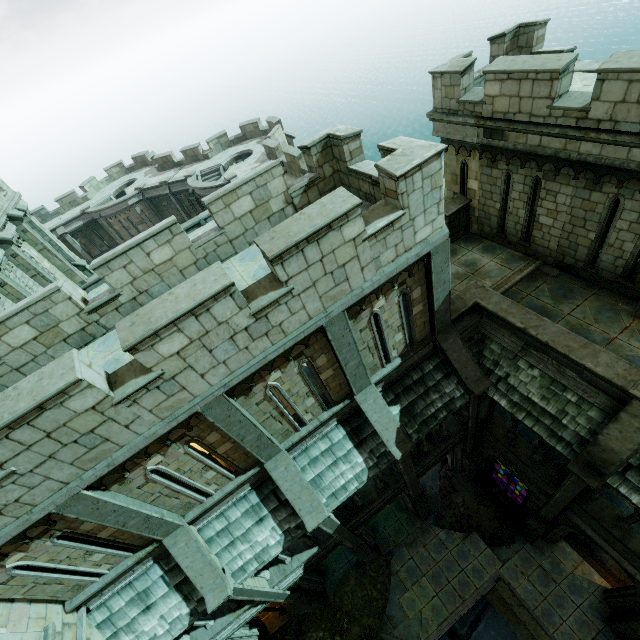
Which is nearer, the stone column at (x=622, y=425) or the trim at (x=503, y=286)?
the stone column at (x=622, y=425)

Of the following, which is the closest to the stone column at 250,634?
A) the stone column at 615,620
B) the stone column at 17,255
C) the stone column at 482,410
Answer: the stone column at 482,410

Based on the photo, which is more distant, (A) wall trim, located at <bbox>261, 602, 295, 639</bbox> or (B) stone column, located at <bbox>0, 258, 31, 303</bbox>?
(A) wall trim, located at <bbox>261, 602, 295, 639</bbox>

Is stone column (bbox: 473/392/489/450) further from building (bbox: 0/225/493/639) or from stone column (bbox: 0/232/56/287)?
stone column (bbox: 0/232/56/287)

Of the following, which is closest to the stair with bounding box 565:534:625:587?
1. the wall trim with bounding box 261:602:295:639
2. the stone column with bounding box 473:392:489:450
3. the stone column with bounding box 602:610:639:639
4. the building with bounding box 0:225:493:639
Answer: the stone column with bounding box 602:610:639:639

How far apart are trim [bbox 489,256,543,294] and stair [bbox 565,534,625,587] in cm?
1198

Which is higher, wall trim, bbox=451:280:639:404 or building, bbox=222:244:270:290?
building, bbox=222:244:270:290

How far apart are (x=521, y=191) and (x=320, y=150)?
7.06m
